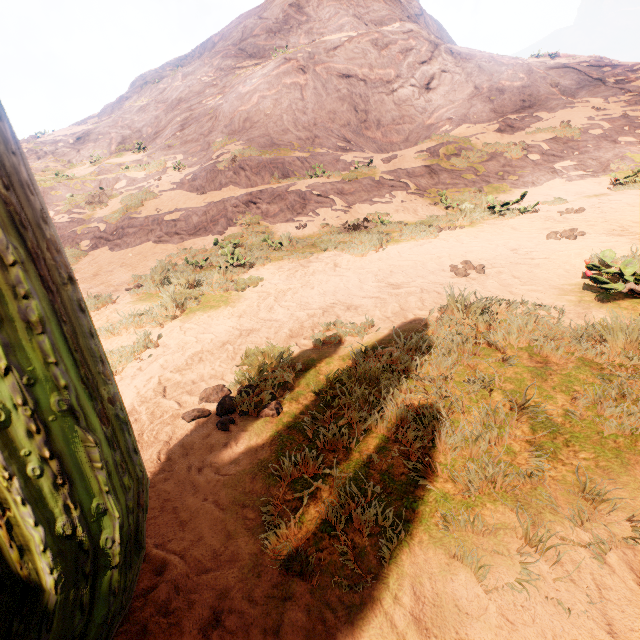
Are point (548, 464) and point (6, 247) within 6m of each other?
yes

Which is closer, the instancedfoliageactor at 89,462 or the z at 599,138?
the instancedfoliageactor at 89,462

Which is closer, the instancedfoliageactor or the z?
the instancedfoliageactor
